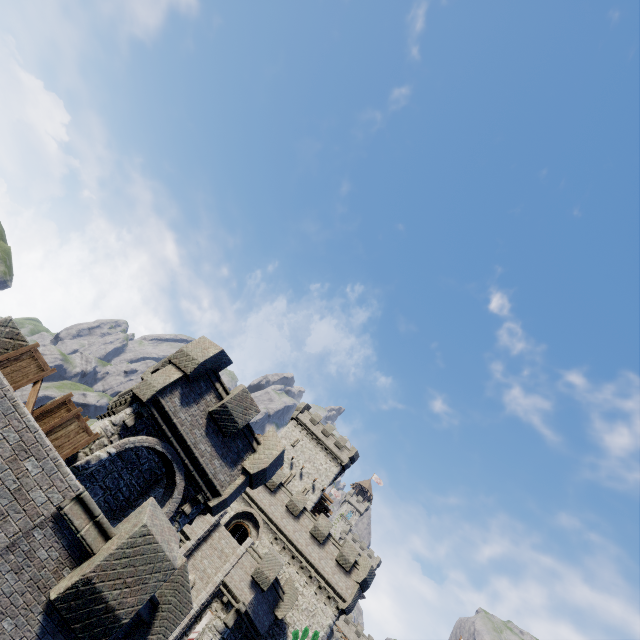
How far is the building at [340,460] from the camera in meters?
43.3

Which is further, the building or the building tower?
the building

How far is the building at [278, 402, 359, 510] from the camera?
43.3m

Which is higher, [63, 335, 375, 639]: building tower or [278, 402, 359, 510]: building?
[278, 402, 359, 510]: building

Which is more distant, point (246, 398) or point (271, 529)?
point (271, 529)

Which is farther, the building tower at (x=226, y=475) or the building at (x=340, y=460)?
Result: the building at (x=340, y=460)
